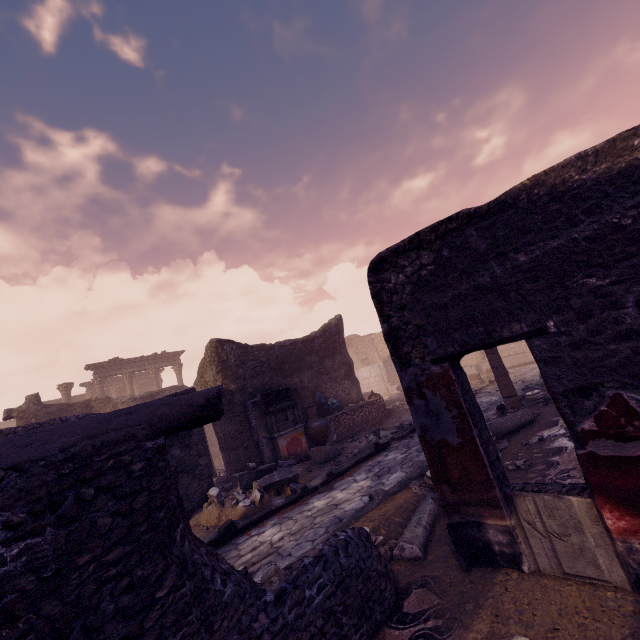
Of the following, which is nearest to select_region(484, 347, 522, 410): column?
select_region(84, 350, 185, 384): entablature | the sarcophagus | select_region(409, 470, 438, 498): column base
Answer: select_region(409, 470, 438, 498): column base

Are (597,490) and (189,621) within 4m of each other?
yes

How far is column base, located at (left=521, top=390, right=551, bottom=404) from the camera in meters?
8.0

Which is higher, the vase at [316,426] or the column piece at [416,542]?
the vase at [316,426]

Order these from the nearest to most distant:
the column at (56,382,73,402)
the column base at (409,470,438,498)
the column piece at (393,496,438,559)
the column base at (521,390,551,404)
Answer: the column piece at (393,496,438,559) → the column base at (409,470,438,498) → the column base at (521,390,551,404) → the column at (56,382,73,402)

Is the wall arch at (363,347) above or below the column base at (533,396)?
above

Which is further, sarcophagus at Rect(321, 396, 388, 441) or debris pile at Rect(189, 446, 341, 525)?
sarcophagus at Rect(321, 396, 388, 441)

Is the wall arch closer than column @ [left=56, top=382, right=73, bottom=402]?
No
